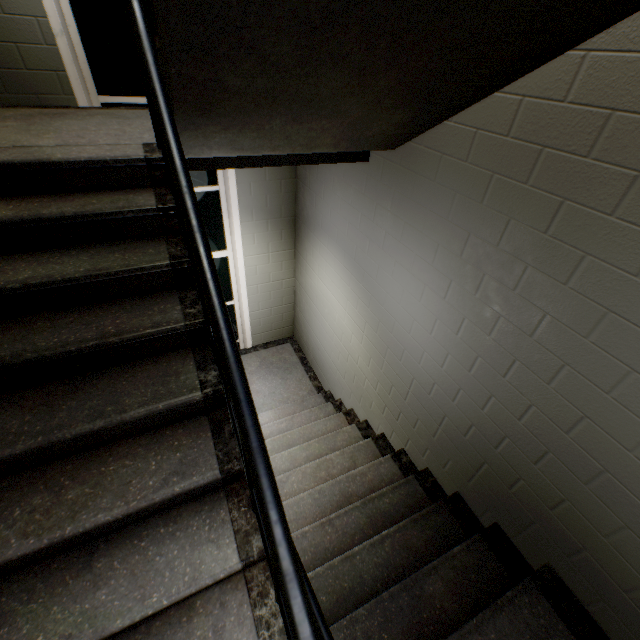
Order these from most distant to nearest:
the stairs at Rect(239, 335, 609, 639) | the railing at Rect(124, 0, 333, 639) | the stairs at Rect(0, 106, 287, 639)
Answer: the stairs at Rect(239, 335, 609, 639)
the stairs at Rect(0, 106, 287, 639)
the railing at Rect(124, 0, 333, 639)

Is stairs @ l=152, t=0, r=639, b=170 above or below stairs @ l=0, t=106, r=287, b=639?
above

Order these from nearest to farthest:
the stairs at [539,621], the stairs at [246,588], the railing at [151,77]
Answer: the railing at [151,77]
the stairs at [246,588]
the stairs at [539,621]

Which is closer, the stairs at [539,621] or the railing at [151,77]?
the railing at [151,77]

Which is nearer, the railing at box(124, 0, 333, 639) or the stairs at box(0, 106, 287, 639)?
the railing at box(124, 0, 333, 639)

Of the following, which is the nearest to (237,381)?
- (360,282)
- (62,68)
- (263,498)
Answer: (263,498)

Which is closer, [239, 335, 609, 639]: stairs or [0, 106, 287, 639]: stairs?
[0, 106, 287, 639]: stairs
